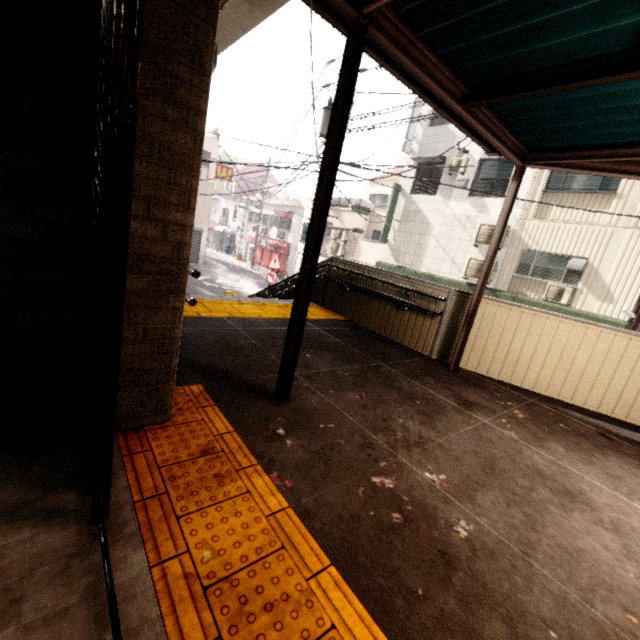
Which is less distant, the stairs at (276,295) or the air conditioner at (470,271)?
the stairs at (276,295)

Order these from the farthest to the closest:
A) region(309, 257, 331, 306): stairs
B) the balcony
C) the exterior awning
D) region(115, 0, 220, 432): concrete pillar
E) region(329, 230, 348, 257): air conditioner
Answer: region(329, 230, 348, 257): air conditioner < the balcony < region(309, 257, 331, 306): stairs < the exterior awning < region(115, 0, 220, 432): concrete pillar

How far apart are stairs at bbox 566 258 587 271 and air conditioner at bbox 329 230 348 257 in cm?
1175

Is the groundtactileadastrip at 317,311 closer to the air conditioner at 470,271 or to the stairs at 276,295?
the stairs at 276,295

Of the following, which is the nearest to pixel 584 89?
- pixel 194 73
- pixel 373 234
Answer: pixel 194 73

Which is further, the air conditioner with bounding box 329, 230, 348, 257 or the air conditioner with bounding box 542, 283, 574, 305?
the air conditioner with bounding box 329, 230, 348, 257

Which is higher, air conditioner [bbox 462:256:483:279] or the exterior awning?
the exterior awning

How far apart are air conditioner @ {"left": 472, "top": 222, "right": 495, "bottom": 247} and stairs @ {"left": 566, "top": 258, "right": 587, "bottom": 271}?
2.1 meters
